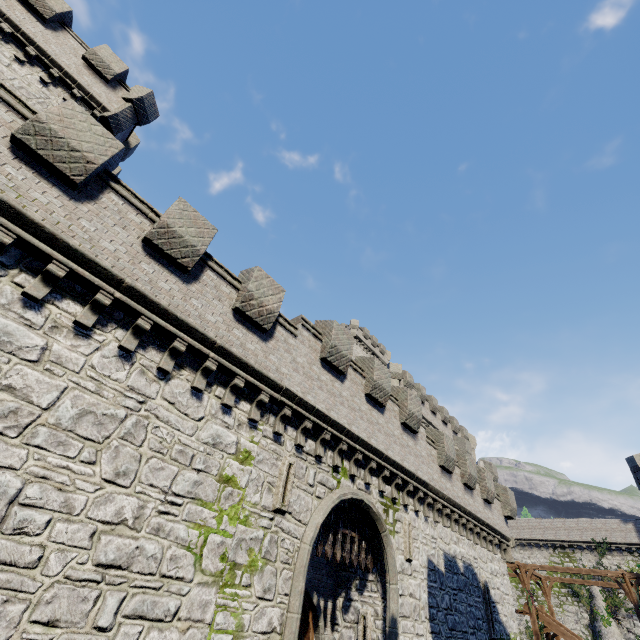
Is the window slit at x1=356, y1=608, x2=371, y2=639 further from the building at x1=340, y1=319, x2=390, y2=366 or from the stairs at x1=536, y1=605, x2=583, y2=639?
the building at x1=340, y1=319, x2=390, y2=366

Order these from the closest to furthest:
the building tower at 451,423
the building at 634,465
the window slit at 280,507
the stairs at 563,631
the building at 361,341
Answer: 1. the window slit at 280,507
2. the stairs at 563,631
3. the building tower at 451,423
4. the building at 634,465
5. the building at 361,341

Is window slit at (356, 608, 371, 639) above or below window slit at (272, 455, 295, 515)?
below

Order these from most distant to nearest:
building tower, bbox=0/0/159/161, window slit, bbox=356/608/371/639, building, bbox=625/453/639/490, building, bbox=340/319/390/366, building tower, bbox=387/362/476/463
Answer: building, bbox=340/319/390/366
building, bbox=625/453/639/490
building tower, bbox=387/362/476/463
building tower, bbox=0/0/159/161
window slit, bbox=356/608/371/639

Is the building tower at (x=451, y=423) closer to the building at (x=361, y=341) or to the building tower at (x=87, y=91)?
the building at (x=361, y=341)

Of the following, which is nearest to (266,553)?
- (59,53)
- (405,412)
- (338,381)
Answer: (338,381)

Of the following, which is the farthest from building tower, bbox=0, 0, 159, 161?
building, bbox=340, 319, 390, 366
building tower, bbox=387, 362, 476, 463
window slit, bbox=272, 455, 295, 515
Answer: building, bbox=340, 319, 390, 366

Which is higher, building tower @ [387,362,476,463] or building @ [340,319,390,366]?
building @ [340,319,390,366]
